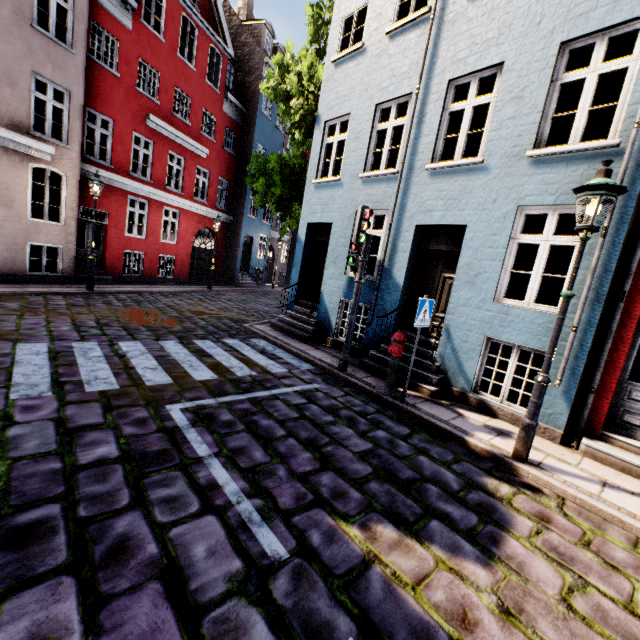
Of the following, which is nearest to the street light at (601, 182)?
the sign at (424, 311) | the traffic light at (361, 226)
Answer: the sign at (424, 311)

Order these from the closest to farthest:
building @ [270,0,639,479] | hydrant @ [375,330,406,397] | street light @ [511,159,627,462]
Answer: street light @ [511,159,627,462]
building @ [270,0,639,479]
hydrant @ [375,330,406,397]

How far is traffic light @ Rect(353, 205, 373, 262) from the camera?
6.3m

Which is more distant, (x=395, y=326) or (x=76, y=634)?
(x=395, y=326)

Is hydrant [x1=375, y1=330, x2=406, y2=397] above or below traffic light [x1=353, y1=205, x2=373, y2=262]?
below

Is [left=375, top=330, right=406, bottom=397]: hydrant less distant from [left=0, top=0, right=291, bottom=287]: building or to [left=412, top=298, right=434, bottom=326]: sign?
[left=412, top=298, right=434, bottom=326]: sign

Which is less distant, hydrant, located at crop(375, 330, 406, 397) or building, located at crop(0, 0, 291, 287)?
hydrant, located at crop(375, 330, 406, 397)

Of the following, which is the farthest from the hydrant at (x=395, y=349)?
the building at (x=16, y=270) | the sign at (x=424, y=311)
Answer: the building at (x=16, y=270)
